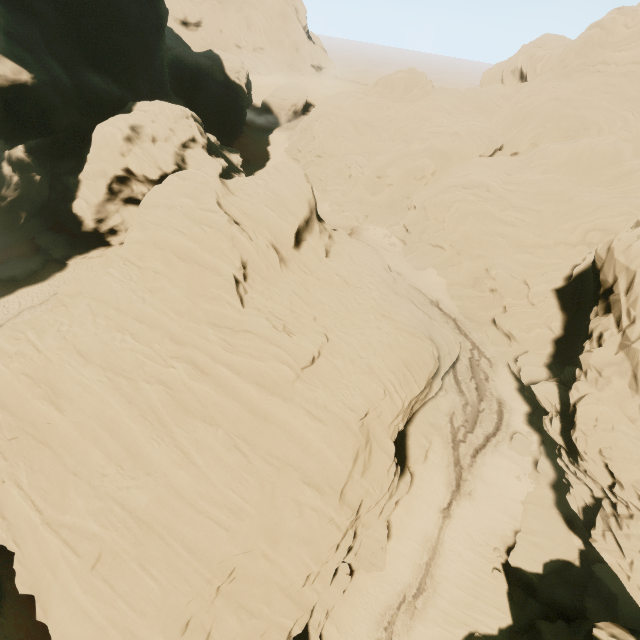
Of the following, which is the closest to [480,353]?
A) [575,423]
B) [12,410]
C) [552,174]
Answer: [575,423]
